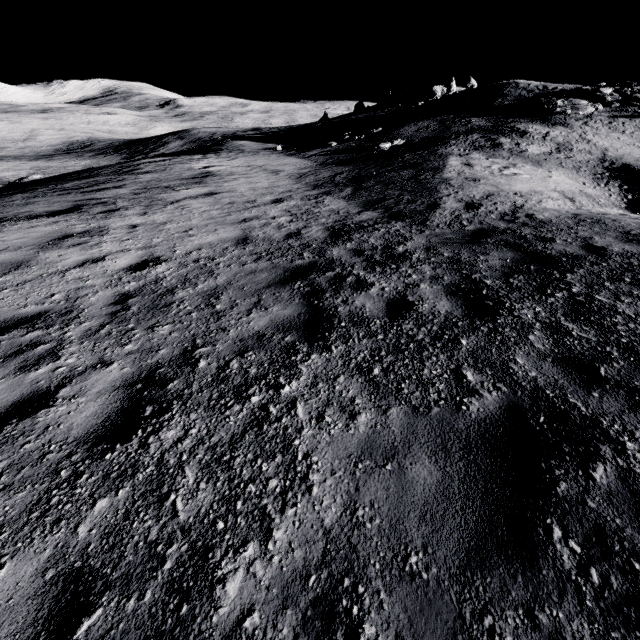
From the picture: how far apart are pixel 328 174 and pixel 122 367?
14.0m
